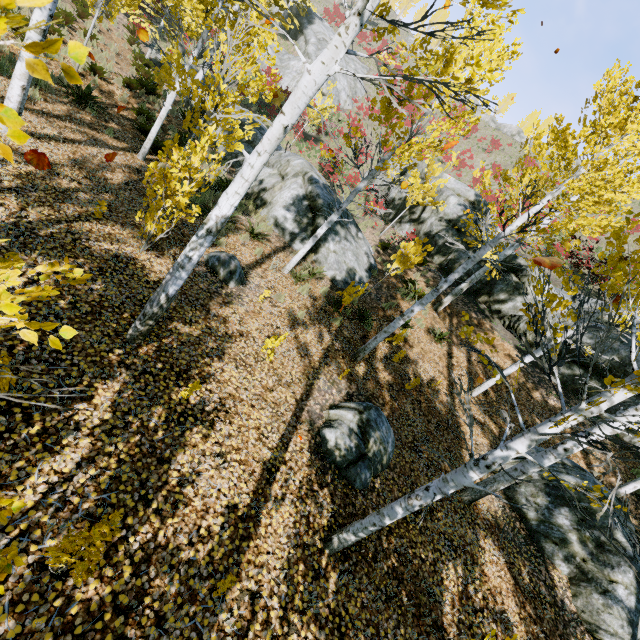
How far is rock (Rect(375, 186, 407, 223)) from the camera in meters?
18.9

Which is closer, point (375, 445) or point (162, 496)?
point (162, 496)

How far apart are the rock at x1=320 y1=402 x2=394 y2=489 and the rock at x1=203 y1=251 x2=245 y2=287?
3.5m

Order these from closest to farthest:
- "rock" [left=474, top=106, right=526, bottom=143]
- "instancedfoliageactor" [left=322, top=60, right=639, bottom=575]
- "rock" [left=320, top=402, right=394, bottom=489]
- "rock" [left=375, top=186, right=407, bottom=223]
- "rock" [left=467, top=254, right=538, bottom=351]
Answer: "instancedfoliageactor" [left=322, top=60, right=639, bottom=575] → "rock" [left=320, top=402, right=394, bottom=489] → "rock" [left=467, top=254, right=538, bottom=351] → "rock" [left=375, top=186, right=407, bottom=223] → "rock" [left=474, top=106, right=526, bottom=143]

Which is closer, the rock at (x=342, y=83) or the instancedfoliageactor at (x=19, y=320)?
the instancedfoliageactor at (x=19, y=320)

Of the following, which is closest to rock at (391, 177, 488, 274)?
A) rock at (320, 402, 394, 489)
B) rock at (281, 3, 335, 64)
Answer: rock at (281, 3, 335, 64)

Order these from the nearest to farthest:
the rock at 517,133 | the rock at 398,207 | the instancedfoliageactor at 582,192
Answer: the instancedfoliageactor at 582,192 → the rock at 398,207 → the rock at 517,133

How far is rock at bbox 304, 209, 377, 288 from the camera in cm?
1106
